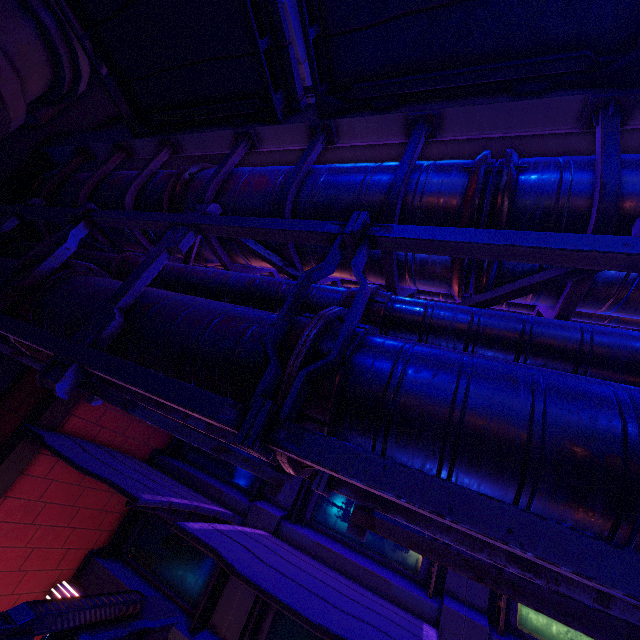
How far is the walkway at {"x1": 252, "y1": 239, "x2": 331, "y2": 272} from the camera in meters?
4.6 m

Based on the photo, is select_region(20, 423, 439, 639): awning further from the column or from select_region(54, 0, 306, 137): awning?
select_region(54, 0, 306, 137): awning

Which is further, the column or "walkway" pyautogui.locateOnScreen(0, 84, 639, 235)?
the column

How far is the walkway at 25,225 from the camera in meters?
8.2 m

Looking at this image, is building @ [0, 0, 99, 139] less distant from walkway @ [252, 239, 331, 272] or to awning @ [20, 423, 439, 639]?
walkway @ [252, 239, 331, 272]

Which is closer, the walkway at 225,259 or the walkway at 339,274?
the walkway at 339,274

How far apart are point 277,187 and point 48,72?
6.5m
